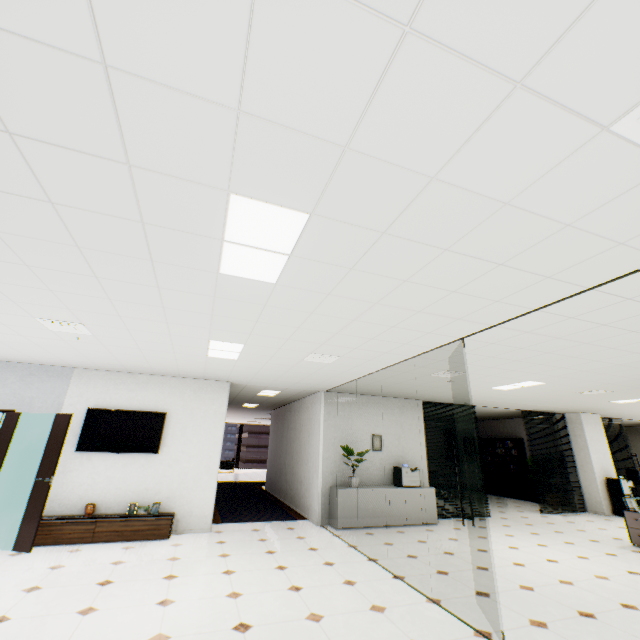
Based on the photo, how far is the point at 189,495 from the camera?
6.5 meters

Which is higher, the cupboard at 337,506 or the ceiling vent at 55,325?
the ceiling vent at 55,325

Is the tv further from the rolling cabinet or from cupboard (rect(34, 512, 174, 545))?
the rolling cabinet

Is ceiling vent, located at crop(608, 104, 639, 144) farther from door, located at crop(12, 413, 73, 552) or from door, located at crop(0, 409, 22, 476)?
door, located at crop(0, 409, 22, 476)

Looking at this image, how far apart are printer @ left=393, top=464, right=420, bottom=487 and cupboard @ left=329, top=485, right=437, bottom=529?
0.05m

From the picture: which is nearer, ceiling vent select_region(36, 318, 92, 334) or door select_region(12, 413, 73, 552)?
ceiling vent select_region(36, 318, 92, 334)

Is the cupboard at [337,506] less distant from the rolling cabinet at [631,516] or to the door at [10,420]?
the rolling cabinet at [631,516]

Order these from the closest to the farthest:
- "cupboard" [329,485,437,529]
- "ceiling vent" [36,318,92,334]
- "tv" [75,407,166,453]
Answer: "ceiling vent" [36,318,92,334] → "tv" [75,407,166,453] → "cupboard" [329,485,437,529]
